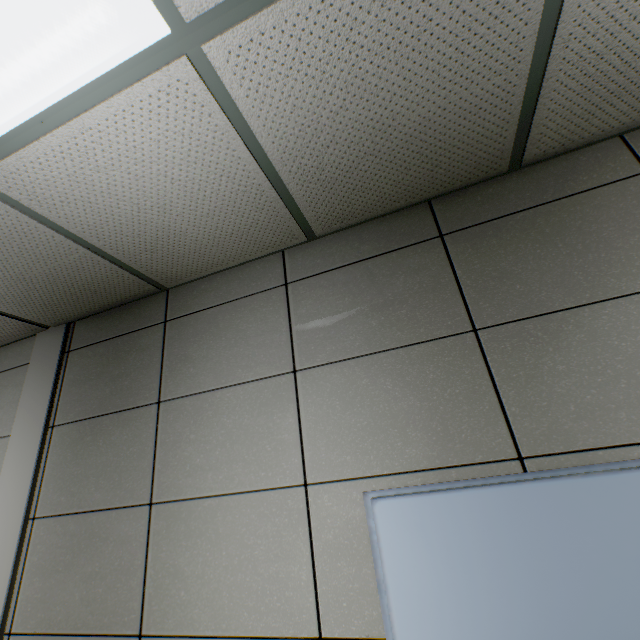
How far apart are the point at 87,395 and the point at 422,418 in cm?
196
